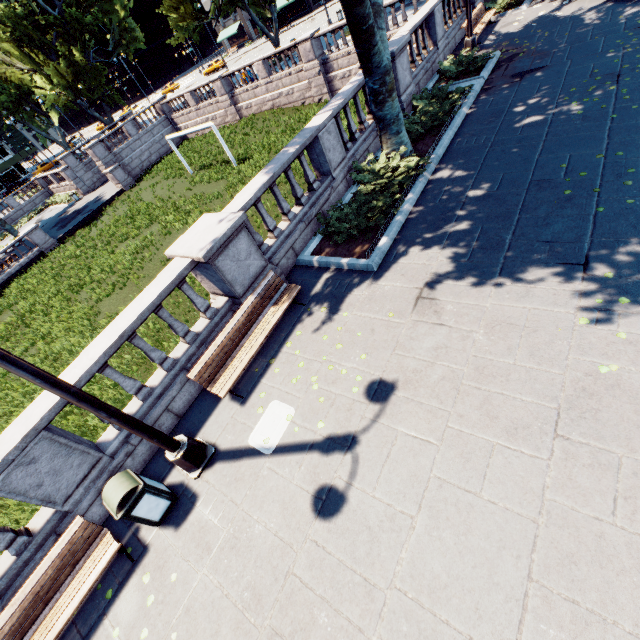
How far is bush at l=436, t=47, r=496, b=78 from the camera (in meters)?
12.27

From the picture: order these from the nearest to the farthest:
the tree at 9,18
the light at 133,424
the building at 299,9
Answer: the light at 133,424
the tree at 9,18
the building at 299,9

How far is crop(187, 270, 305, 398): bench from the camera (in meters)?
6.36

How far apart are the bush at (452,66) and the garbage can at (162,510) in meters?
16.3

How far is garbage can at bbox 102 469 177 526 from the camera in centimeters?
489cm

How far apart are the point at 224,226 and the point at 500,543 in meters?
6.8

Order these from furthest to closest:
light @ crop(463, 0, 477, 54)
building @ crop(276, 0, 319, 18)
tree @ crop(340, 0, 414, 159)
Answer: building @ crop(276, 0, 319, 18) < light @ crop(463, 0, 477, 54) < tree @ crop(340, 0, 414, 159)

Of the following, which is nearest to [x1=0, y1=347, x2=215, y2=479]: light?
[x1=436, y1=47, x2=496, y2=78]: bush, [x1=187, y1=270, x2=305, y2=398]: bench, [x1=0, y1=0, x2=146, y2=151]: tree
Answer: [x1=187, y1=270, x2=305, y2=398]: bench
